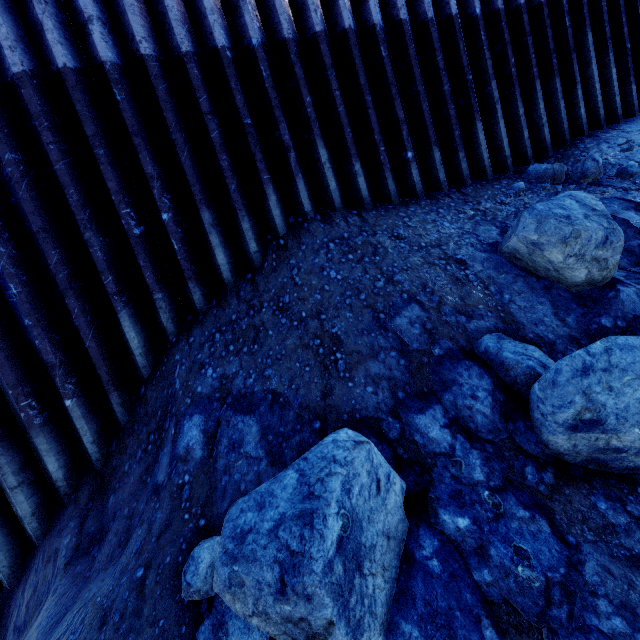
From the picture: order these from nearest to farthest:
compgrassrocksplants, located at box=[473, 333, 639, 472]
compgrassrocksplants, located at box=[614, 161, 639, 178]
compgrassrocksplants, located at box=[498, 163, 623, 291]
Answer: compgrassrocksplants, located at box=[473, 333, 639, 472] < compgrassrocksplants, located at box=[498, 163, 623, 291] < compgrassrocksplants, located at box=[614, 161, 639, 178]

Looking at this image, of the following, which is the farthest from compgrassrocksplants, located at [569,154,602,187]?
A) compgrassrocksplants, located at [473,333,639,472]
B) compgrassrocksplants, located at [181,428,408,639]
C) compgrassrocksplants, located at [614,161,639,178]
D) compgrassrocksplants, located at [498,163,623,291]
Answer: compgrassrocksplants, located at [181,428,408,639]

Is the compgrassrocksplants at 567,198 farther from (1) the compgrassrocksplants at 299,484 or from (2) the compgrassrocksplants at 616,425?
(1) the compgrassrocksplants at 299,484

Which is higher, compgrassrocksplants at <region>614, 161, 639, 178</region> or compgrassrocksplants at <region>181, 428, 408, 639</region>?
compgrassrocksplants at <region>614, 161, 639, 178</region>

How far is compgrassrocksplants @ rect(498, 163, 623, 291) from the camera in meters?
3.1

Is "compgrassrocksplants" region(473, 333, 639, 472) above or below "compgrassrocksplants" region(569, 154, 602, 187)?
below

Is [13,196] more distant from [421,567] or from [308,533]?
[421,567]

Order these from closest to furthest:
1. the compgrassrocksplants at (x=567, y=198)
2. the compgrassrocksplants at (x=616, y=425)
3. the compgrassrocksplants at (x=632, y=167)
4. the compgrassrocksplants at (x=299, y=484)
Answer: the compgrassrocksplants at (x=299, y=484), the compgrassrocksplants at (x=616, y=425), the compgrassrocksplants at (x=567, y=198), the compgrassrocksplants at (x=632, y=167)
